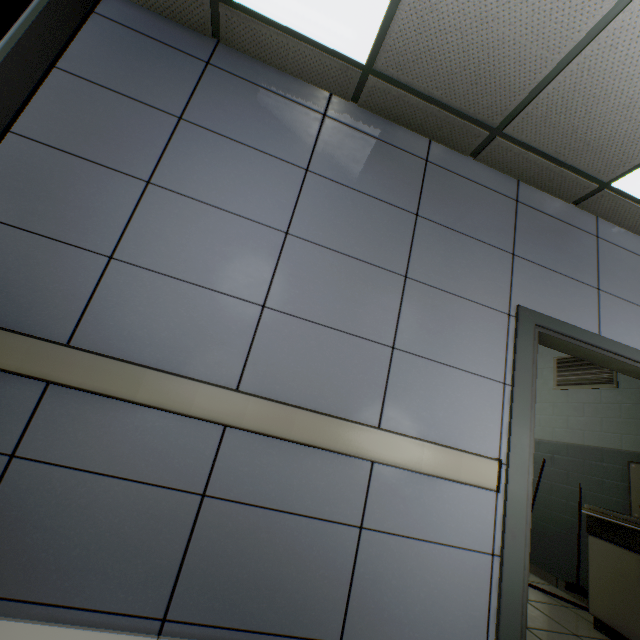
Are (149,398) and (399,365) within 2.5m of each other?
yes

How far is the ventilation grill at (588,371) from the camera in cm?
382

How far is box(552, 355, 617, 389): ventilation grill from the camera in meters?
3.8 m

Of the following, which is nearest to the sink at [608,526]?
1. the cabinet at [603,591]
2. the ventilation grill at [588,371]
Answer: the cabinet at [603,591]

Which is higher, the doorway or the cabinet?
the doorway

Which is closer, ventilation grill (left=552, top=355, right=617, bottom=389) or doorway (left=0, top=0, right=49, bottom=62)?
doorway (left=0, top=0, right=49, bottom=62)

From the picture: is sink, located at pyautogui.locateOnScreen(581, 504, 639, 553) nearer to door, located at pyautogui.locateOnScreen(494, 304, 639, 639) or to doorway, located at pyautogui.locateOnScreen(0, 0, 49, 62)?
door, located at pyautogui.locateOnScreen(494, 304, 639, 639)

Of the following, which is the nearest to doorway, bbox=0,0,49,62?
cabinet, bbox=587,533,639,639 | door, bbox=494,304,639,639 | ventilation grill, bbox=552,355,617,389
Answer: door, bbox=494,304,639,639
